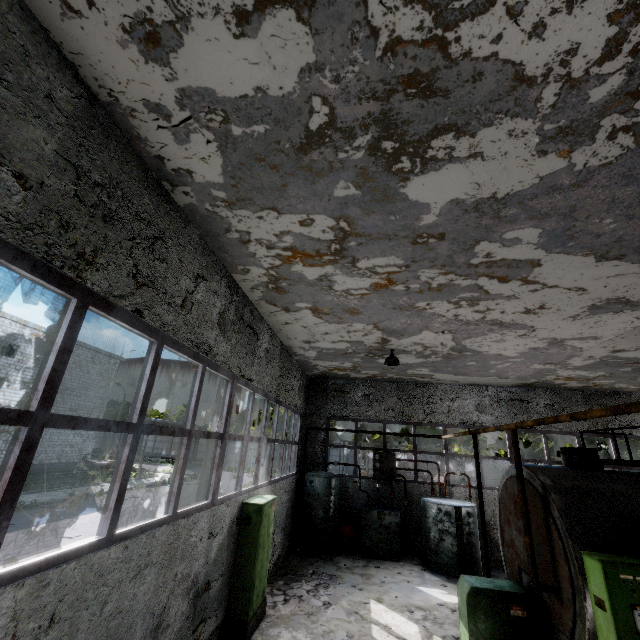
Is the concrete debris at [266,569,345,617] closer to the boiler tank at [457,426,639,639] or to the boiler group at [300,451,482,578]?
the boiler group at [300,451,482,578]

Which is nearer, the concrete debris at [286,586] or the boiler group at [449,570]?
the concrete debris at [286,586]

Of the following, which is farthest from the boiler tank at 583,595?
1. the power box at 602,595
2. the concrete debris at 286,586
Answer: the concrete debris at 286,586

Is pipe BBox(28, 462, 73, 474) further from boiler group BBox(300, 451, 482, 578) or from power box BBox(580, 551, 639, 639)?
boiler group BBox(300, 451, 482, 578)

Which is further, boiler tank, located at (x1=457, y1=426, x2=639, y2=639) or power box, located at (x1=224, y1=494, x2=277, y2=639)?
power box, located at (x1=224, y1=494, x2=277, y2=639)

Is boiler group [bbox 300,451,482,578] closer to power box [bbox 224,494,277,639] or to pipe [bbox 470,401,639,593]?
power box [bbox 224,494,277,639]

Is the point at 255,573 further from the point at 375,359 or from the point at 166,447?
the point at 166,447

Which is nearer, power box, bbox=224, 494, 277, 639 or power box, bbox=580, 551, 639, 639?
power box, bbox=580, 551, 639, 639
